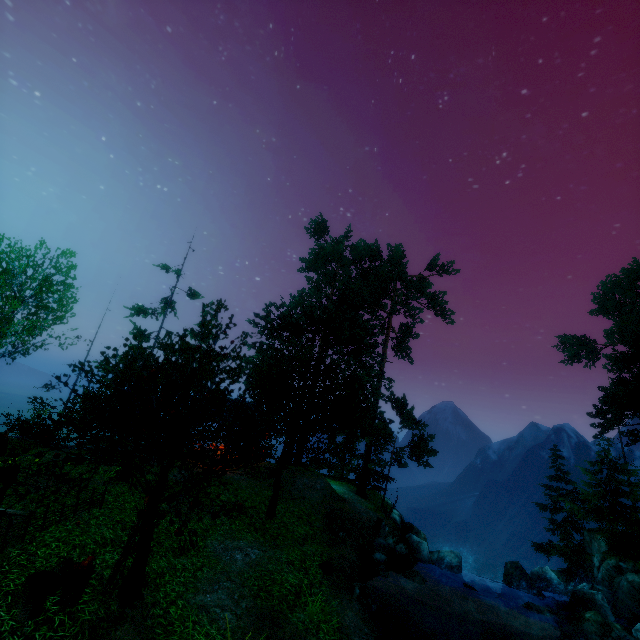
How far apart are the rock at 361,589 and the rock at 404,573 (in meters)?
3.58

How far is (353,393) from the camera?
24.6 meters

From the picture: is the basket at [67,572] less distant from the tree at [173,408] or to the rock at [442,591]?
the tree at [173,408]

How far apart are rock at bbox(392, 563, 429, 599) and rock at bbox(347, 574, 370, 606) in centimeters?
358cm

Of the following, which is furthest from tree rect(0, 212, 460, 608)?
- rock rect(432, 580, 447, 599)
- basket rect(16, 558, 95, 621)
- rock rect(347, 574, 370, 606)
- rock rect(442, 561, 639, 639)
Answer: rock rect(432, 580, 447, 599)

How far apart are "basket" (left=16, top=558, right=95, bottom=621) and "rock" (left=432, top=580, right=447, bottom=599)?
16.22m

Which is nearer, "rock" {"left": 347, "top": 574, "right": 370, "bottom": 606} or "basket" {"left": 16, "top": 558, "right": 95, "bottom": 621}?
"basket" {"left": 16, "top": 558, "right": 95, "bottom": 621}

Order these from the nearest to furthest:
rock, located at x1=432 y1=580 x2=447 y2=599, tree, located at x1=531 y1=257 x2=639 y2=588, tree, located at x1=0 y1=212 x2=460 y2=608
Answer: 1. tree, located at x1=0 y1=212 x2=460 y2=608
2. rock, located at x1=432 y1=580 x2=447 y2=599
3. tree, located at x1=531 y1=257 x2=639 y2=588
